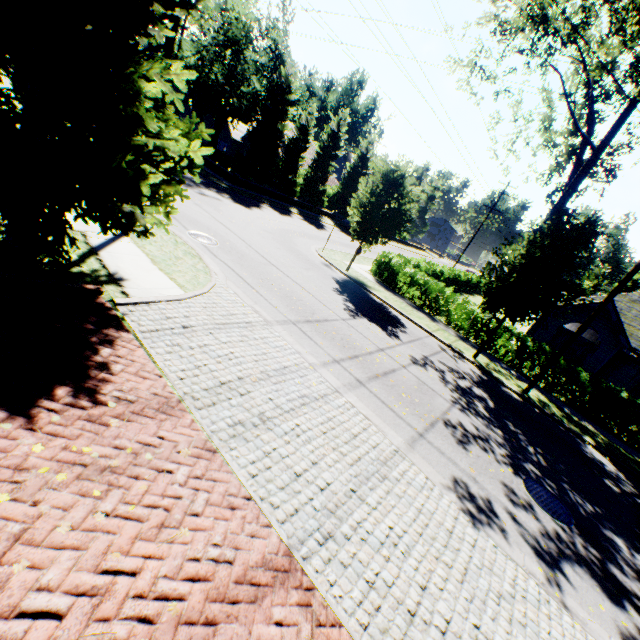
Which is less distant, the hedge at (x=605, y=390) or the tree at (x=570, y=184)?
the tree at (x=570, y=184)

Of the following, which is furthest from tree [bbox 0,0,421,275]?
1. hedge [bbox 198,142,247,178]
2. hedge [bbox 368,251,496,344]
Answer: hedge [bbox 198,142,247,178]

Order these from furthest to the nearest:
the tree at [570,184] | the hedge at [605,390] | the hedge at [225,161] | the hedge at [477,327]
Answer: the hedge at [225,161], the hedge at [477,327], the hedge at [605,390], the tree at [570,184]

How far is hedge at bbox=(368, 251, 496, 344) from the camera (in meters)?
16.97

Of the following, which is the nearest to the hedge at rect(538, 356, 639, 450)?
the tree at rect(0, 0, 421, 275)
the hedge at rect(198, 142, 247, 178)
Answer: the tree at rect(0, 0, 421, 275)

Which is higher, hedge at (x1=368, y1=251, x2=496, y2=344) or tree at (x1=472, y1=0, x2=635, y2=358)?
tree at (x1=472, y1=0, x2=635, y2=358)

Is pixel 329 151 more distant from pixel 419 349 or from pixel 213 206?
pixel 419 349

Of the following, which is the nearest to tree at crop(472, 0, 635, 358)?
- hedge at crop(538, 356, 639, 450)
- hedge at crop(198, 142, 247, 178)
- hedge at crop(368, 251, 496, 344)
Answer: hedge at crop(368, 251, 496, 344)
